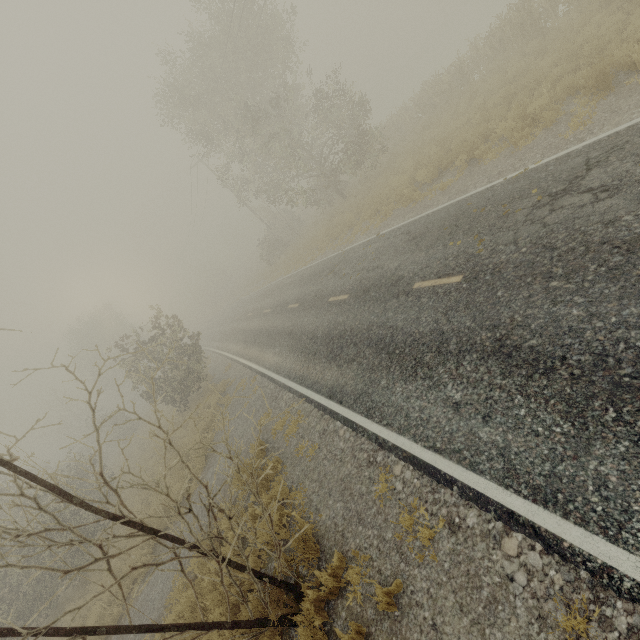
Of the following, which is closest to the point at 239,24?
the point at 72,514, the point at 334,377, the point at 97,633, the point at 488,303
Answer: the point at 334,377

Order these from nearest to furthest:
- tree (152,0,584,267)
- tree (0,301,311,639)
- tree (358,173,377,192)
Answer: tree (0,301,311,639) → tree (152,0,584,267) → tree (358,173,377,192)

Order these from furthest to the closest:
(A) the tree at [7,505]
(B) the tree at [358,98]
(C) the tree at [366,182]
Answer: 1. (C) the tree at [366,182]
2. (B) the tree at [358,98]
3. (A) the tree at [7,505]

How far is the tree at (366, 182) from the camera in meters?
20.8

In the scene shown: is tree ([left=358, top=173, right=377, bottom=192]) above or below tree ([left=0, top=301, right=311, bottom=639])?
below

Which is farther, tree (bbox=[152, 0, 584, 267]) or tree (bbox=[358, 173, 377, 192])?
tree (bbox=[358, 173, 377, 192])

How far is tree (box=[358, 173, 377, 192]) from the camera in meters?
20.8 m
